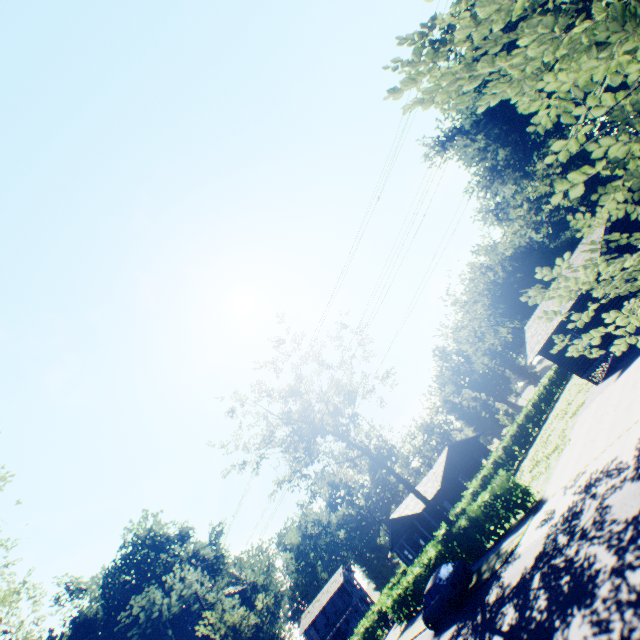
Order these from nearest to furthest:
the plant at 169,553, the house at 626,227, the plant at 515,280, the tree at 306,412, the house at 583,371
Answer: the plant at 515,280 → the plant at 169,553 → the house at 626,227 → the house at 583,371 → the tree at 306,412

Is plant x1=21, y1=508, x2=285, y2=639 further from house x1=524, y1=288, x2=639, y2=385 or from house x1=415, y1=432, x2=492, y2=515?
house x1=415, y1=432, x2=492, y2=515

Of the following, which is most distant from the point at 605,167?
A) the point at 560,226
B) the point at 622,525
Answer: the point at 560,226

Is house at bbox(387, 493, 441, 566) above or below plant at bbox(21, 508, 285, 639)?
below

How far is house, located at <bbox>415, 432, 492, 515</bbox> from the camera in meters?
38.6 m

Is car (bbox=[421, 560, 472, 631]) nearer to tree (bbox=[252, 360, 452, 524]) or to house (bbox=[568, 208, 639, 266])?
tree (bbox=[252, 360, 452, 524])

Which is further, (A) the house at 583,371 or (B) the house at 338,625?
(B) the house at 338,625
